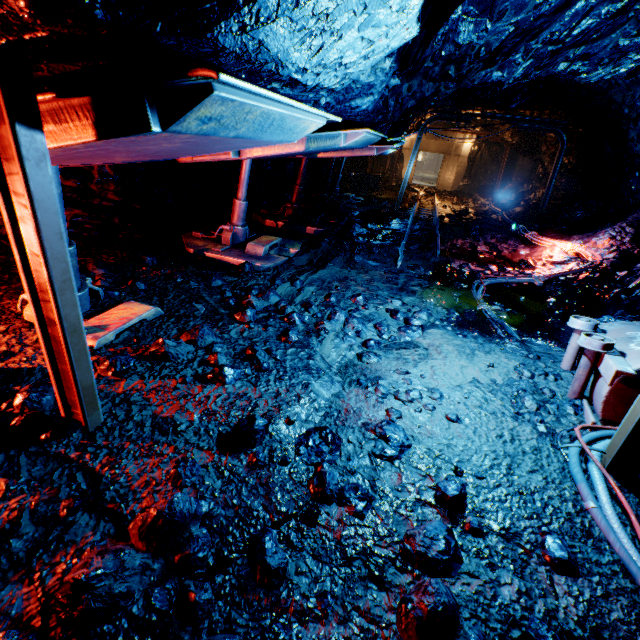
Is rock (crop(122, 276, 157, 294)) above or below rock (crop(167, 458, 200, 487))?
above

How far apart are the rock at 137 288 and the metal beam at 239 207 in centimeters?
204cm

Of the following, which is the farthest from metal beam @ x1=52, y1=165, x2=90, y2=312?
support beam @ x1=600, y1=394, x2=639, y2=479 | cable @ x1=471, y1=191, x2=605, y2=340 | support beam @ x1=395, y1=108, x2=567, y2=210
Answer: support beam @ x1=395, y1=108, x2=567, y2=210

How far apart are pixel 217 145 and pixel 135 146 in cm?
60

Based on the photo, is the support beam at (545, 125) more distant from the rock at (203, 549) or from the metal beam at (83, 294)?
the metal beam at (83, 294)

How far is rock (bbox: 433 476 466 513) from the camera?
2.1 meters

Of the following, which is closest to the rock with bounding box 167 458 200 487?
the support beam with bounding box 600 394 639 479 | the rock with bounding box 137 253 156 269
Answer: the support beam with bounding box 600 394 639 479

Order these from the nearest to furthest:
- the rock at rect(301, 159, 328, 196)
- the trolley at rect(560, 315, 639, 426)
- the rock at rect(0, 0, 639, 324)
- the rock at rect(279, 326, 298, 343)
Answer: the rock at rect(0, 0, 639, 324), the trolley at rect(560, 315, 639, 426), the rock at rect(279, 326, 298, 343), the rock at rect(301, 159, 328, 196)
